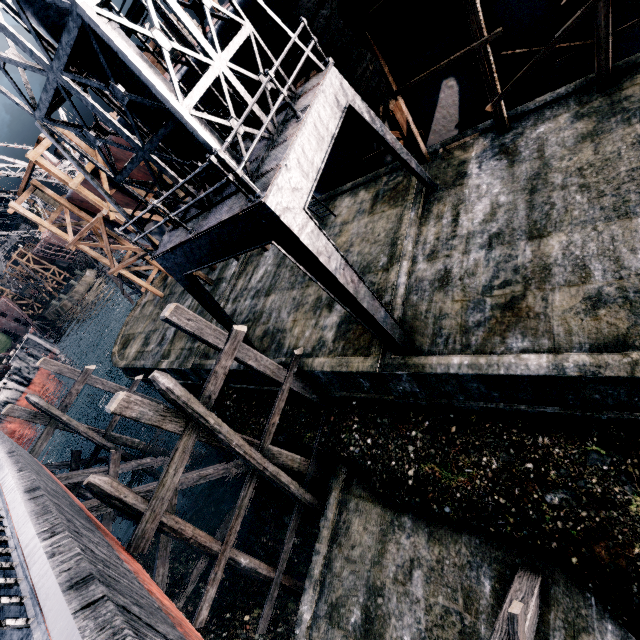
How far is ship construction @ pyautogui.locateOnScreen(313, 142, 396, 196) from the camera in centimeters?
1595cm

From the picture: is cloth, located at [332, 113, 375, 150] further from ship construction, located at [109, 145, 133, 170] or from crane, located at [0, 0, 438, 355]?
crane, located at [0, 0, 438, 355]

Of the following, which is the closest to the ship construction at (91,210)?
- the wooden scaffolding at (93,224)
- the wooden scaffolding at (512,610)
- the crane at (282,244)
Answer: the wooden scaffolding at (93,224)

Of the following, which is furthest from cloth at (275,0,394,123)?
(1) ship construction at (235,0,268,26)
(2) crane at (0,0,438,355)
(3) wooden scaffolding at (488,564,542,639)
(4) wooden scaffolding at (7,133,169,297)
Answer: (3) wooden scaffolding at (488,564,542,639)

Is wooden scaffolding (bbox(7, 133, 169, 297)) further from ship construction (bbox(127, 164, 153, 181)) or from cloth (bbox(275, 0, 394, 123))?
cloth (bbox(275, 0, 394, 123))

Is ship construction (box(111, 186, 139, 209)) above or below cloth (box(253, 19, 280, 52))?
below

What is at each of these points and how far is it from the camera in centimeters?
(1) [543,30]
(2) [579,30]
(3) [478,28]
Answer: (1) ship construction, 1073cm
(2) ship construction, 1082cm
(3) wooden scaffolding, 982cm
